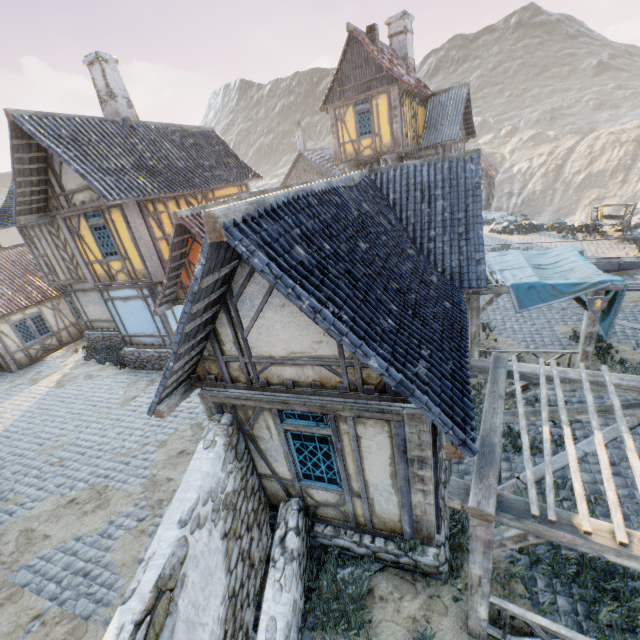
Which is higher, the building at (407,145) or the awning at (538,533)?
the building at (407,145)

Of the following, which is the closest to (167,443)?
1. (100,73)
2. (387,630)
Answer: (387,630)

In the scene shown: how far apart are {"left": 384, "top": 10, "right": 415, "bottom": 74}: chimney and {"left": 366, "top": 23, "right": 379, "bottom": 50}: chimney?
4.6 meters

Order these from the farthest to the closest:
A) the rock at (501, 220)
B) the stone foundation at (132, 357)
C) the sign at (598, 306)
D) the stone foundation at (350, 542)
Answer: the rock at (501, 220) → the stone foundation at (132, 357) → the sign at (598, 306) → the stone foundation at (350, 542)

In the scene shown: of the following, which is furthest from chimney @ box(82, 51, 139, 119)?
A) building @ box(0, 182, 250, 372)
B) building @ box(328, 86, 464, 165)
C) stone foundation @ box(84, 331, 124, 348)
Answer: building @ box(328, 86, 464, 165)

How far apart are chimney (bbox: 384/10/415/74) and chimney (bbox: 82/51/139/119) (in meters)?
16.87

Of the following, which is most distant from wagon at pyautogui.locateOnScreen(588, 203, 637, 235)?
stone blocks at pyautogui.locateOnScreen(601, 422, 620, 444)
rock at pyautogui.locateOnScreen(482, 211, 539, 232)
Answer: stone blocks at pyautogui.locateOnScreen(601, 422, 620, 444)

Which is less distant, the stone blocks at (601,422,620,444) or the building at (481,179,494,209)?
the stone blocks at (601,422,620,444)
